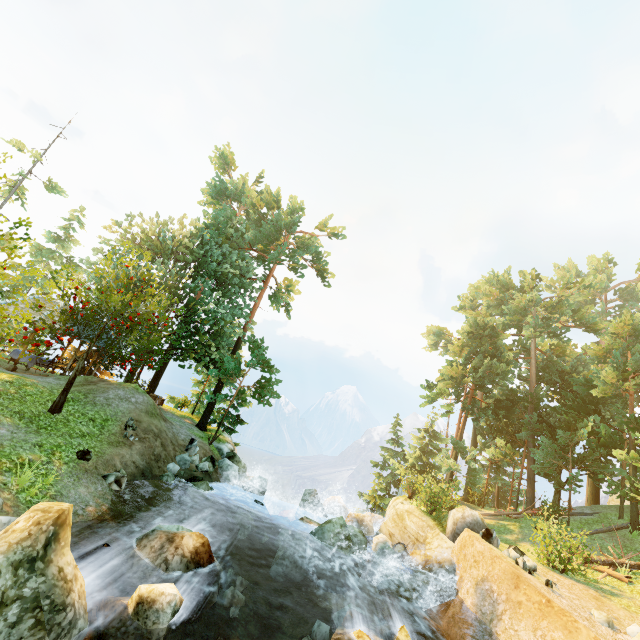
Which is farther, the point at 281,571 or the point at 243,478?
the point at 243,478

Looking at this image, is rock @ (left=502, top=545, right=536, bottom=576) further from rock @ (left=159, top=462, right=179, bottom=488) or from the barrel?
rock @ (left=159, top=462, right=179, bottom=488)

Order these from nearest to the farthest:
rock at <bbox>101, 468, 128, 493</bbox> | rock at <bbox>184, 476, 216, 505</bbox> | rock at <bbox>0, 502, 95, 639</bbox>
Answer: rock at <bbox>0, 502, 95, 639</bbox>
rock at <bbox>101, 468, 128, 493</bbox>
rock at <bbox>184, 476, 216, 505</bbox>

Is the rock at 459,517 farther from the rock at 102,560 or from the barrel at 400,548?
the rock at 102,560

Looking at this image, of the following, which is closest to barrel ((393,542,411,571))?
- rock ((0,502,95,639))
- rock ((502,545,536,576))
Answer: rock ((502,545,536,576))

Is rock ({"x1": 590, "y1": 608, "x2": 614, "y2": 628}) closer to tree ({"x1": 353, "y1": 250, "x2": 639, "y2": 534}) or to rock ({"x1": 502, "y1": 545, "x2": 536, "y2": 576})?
rock ({"x1": 502, "y1": 545, "x2": 536, "y2": 576})

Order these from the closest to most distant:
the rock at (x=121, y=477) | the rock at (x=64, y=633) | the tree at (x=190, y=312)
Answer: the rock at (x=64, y=633) < the rock at (x=121, y=477) < the tree at (x=190, y=312)

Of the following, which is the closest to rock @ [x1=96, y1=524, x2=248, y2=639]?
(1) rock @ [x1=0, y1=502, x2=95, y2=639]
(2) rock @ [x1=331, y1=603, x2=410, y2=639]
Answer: (1) rock @ [x1=0, y1=502, x2=95, y2=639]
